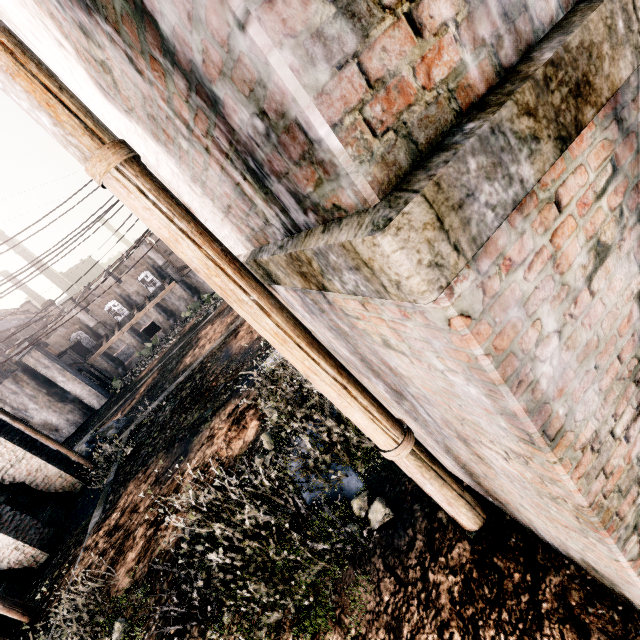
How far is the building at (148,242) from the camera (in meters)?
43.34

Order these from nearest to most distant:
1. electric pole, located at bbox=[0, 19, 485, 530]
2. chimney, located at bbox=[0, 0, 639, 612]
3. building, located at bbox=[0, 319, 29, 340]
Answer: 1. chimney, located at bbox=[0, 0, 639, 612]
2. electric pole, located at bbox=[0, 19, 485, 530]
3. building, located at bbox=[0, 319, 29, 340]

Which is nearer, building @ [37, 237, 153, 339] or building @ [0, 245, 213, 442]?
building @ [0, 245, 213, 442]

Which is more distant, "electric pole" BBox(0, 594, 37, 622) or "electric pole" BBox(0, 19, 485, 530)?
"electric pole" BBox(0, 594, 37, 622)

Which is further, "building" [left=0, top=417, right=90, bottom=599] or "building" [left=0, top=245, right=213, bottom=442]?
"building" [left=0, top=245, right=213, bottom=442]

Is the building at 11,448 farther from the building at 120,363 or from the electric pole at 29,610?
the building at 120,363

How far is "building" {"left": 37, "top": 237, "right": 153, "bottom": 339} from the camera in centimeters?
4334cm

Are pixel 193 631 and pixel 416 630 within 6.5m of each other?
yes
